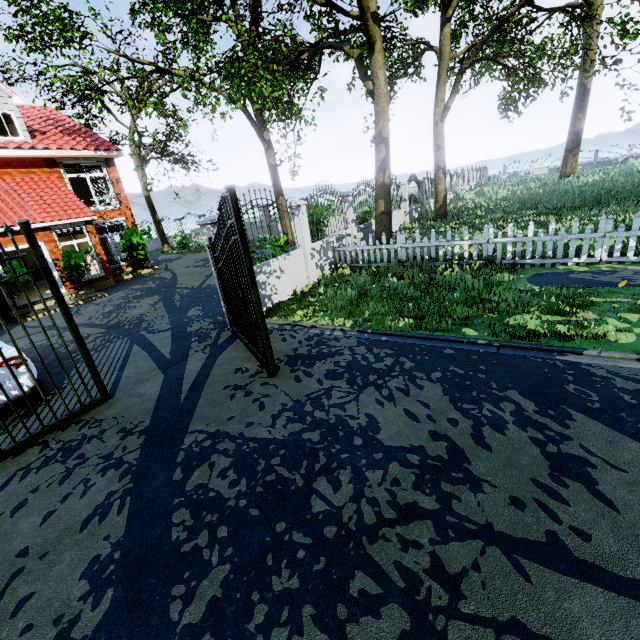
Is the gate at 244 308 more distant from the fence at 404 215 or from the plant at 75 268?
the plant at 75 268

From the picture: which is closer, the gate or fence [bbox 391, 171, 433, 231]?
the gate

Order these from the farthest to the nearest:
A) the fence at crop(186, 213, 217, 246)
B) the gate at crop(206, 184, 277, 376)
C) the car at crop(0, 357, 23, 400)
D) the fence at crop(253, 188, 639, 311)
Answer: the fence at crop(253, 188, 639, 311)
the fence at crop(186, 213, 217, 246)
the car at crop(0, 357, 23, 400)
the gate at crop(206, 184, 277, 376)

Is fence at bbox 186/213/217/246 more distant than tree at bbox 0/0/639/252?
No

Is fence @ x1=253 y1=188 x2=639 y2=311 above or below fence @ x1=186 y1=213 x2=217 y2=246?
below

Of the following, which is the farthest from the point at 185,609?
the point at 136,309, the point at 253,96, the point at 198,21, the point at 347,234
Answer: the point at 198,21

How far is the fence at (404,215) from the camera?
16.4m

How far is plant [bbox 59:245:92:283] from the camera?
13.09m
